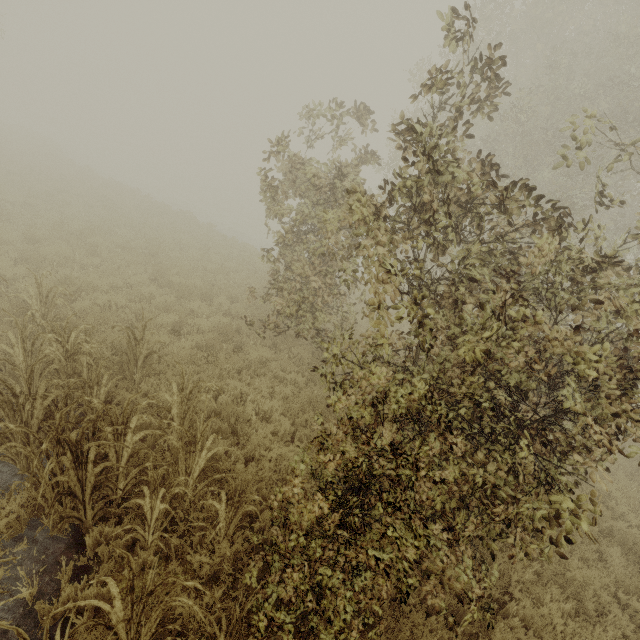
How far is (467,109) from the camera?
3.67m
